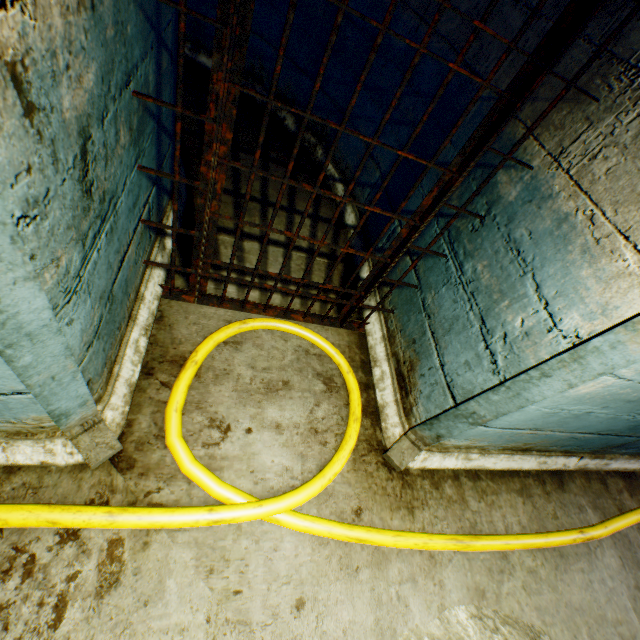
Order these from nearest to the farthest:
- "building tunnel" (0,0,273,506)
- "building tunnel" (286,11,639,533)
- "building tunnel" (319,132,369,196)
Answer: "building tunnel" (0,0,273,506)
"building tunnel" (286,11,639,533)
"building tunnel" (319,132,369,196)

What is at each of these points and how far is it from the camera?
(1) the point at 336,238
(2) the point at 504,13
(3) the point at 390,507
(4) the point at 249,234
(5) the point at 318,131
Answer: (1) building tunnel, 3.2 meters
(2) building tunnel, 1.8 meters
(3) building tunnel, 1.9 meters
(4) building tunnel, 2.8 meters
(5) building tunnel, 3.8 meters

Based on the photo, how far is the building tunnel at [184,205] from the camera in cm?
252

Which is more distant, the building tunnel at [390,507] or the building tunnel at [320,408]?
the building tunnel at [320,408]

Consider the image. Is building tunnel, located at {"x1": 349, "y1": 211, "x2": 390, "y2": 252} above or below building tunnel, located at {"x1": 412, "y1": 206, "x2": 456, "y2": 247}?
below

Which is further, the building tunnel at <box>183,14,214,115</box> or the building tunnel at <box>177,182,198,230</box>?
the building tunnel at <box>183,14,214,115</box>

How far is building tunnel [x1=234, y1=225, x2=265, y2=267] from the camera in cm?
256
